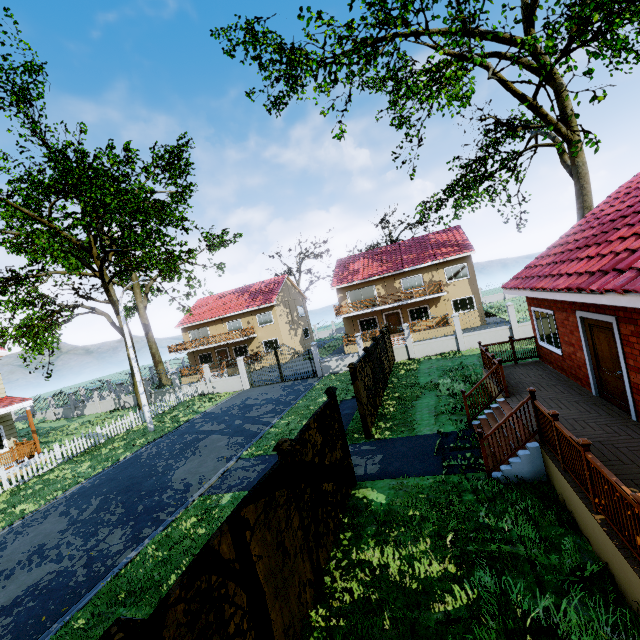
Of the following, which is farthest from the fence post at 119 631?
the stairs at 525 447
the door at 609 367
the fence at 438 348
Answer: the door at 609 367

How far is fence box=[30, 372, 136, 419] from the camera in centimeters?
2942cm

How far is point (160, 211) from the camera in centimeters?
2697cm

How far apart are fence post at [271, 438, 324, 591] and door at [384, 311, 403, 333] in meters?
27.1

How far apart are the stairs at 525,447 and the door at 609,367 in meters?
2.0

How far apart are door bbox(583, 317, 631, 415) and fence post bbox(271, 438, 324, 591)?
7.0m

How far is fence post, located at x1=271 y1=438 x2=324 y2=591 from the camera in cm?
529

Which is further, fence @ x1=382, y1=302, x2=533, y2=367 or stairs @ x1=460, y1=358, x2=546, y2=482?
fence @ x1=382, y1=302, x2=533, y2=367
